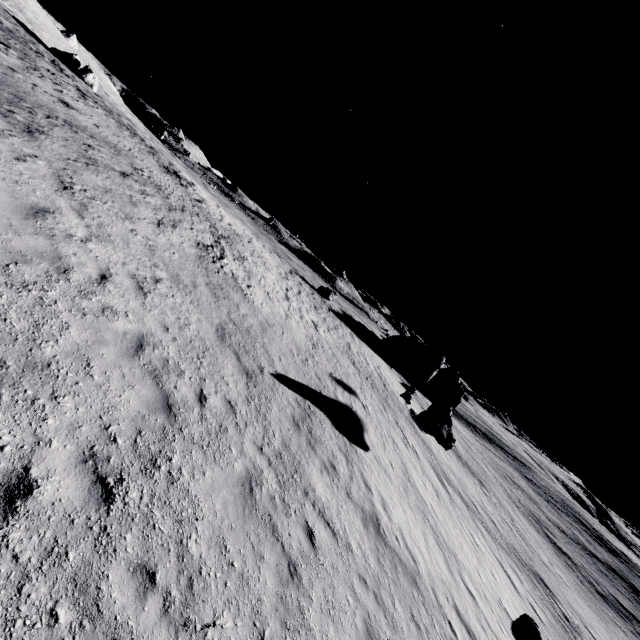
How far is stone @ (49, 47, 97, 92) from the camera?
39.4m

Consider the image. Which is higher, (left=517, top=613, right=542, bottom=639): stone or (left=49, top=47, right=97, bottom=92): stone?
(left=49, top=47, right=97, bottom=92): stone

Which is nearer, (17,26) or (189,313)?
(189,313)

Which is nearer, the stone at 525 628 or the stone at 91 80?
the stone at 525 628

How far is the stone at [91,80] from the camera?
39.4m

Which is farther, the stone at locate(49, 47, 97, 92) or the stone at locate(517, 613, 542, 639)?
Result: the stone at locate(49, 47, 97, 92)
